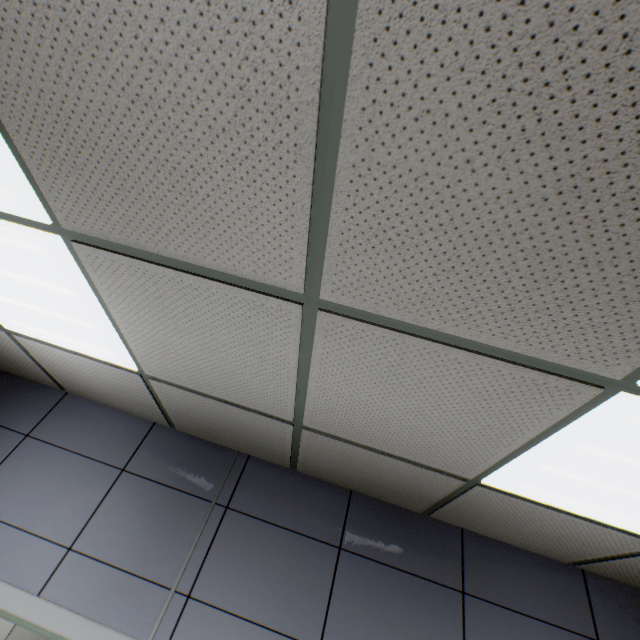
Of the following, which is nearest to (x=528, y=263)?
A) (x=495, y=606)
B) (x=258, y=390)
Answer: (x=258, y=390)
